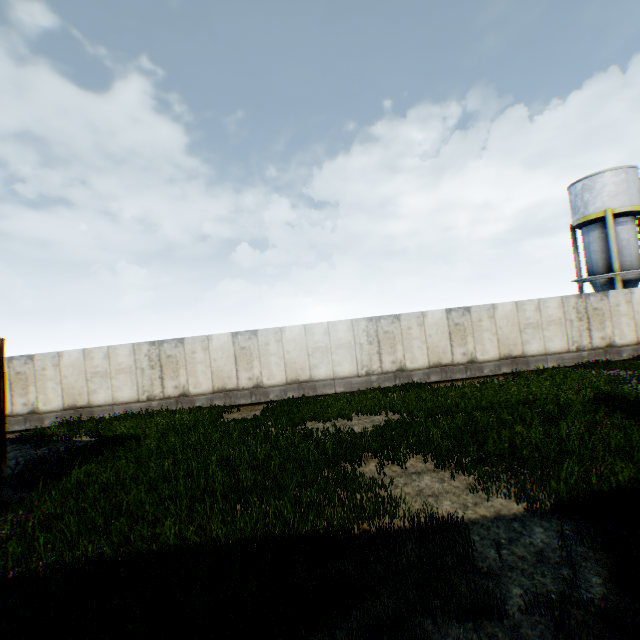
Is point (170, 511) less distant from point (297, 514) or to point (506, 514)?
point (297, 514)
